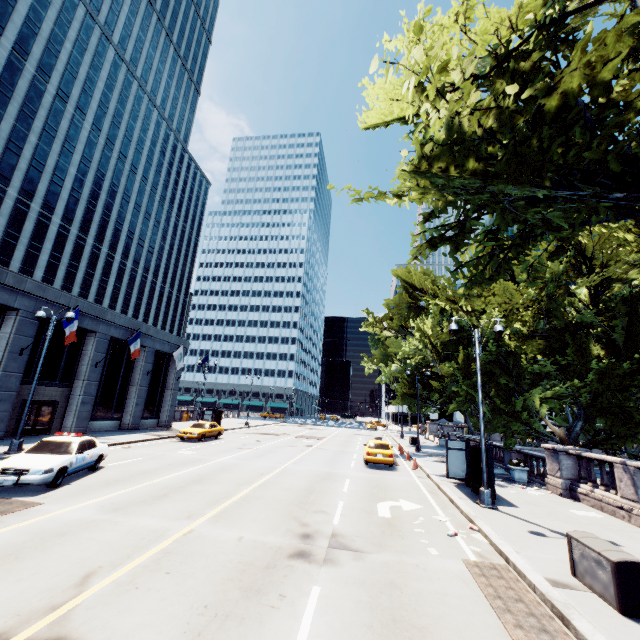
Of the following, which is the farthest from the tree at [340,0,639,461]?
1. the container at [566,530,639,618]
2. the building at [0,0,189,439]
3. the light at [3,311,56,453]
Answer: the building at [0,0,189,439]

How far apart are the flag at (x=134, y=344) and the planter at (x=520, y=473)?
26.3 meters

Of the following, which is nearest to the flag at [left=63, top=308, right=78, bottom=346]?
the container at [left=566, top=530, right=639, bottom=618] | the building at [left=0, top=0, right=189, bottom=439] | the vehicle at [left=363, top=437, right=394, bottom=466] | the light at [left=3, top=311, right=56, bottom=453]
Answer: the building at [left=0, top=0, right=189, bottom=439]

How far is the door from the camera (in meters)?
21.52

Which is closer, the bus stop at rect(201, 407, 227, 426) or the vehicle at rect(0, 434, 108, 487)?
the vehicle at rect(0, 434, 108, 487)

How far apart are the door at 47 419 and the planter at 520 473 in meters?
30.1 m

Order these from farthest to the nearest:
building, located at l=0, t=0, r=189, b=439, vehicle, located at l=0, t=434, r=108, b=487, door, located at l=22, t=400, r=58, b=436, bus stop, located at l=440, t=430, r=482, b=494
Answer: building, located at l=0, t=0, r=189, b=439 → door, located at l=22, t=400, r=58, b=436 → bus stop, located at l=440, t=430, r=482, b=494 → vehicle, located at l=0, t=434, r=108, b=487

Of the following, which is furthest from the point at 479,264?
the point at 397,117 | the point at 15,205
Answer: the point at 15,205
